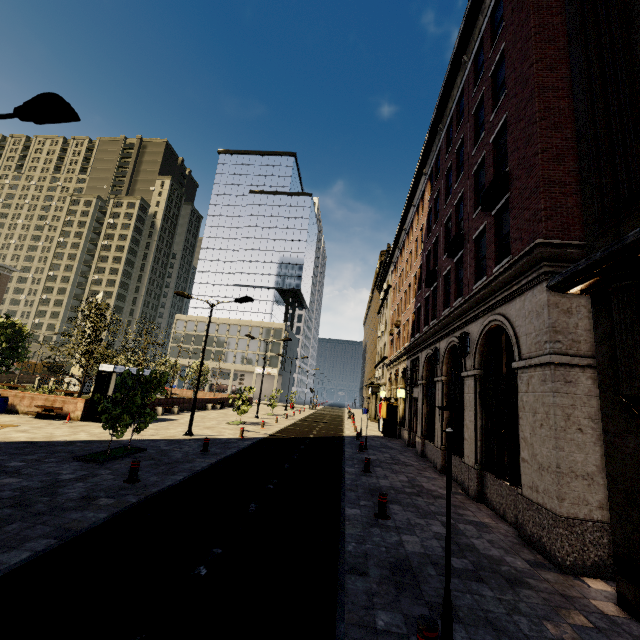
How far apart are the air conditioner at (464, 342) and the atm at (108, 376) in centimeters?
1855cm

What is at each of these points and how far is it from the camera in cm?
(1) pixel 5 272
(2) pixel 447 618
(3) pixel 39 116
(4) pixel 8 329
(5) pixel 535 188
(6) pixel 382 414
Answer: (1) building, 5975
(2) street light, 385
(3) street light, 634
(4) tree, 2030
(5) building, 850
(6) atm, 2761

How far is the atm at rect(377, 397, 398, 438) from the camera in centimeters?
2637cm

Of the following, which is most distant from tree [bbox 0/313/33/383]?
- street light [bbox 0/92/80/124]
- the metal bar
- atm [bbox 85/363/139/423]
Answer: the metal bar

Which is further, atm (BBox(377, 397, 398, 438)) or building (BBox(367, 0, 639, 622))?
atm (BBox(377, 397, 398, 438))

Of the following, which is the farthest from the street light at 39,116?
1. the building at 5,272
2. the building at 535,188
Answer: the building at 5,272

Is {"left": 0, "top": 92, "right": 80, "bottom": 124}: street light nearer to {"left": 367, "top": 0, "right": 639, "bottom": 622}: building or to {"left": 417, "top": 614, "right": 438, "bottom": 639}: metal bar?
{"left": 417, "top": 614, "right": 438, "bottom": 639}: metal bar

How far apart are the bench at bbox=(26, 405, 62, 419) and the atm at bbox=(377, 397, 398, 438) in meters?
21.6
